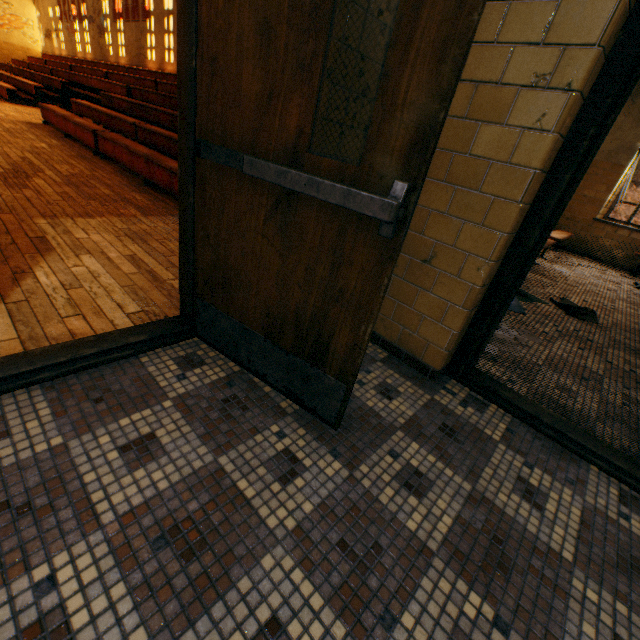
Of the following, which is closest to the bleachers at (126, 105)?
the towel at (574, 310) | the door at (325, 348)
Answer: the door at (325, 348)

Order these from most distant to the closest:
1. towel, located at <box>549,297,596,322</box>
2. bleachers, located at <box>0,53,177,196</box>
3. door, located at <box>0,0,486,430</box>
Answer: bleachers, located at <box>0,53,177,196</box> → towel, located at <box>549,297,596,322</box> → door, located at <box>0,0,486,430</box>

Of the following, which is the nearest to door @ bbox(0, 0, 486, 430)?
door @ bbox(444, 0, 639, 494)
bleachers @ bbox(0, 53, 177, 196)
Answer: door @ bbox(444, 0, 639, 494)

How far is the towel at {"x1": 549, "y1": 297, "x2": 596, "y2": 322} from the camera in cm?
Result: 374

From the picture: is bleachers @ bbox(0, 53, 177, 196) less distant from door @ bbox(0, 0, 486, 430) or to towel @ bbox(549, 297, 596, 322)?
door @ bbox(0, 0, 486, 430)

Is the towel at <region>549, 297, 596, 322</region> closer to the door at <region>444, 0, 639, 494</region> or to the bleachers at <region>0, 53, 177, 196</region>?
the door at <region>444, 0, 639, 494</region>

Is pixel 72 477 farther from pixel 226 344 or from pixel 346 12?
pixel 346 12

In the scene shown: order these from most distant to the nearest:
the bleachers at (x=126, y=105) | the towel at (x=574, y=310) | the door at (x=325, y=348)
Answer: the bleachers at (x=126, y=105)
the towel at (x=574, y=310)
the door at (x=325, y=348)
